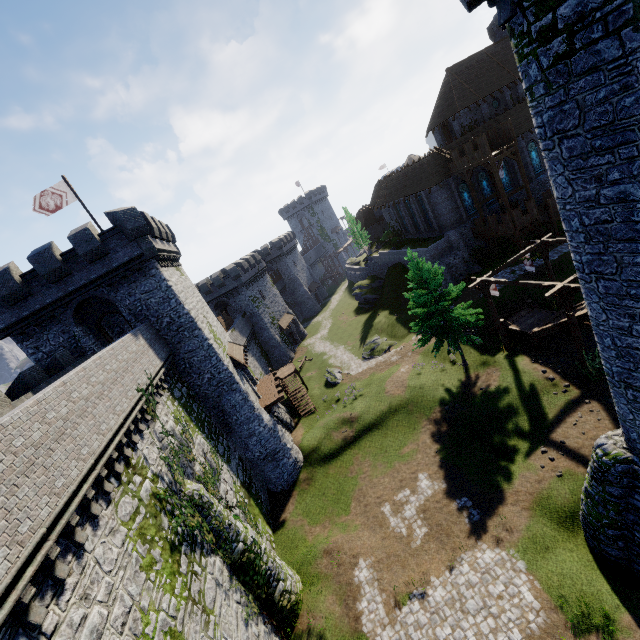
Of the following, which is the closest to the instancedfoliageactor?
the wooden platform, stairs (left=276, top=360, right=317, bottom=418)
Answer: the wooden platform

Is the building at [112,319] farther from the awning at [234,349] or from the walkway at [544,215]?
the walkway at [544,215]

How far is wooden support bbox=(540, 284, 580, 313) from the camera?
17.4 meters

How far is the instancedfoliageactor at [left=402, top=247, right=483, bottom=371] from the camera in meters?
23.8 m

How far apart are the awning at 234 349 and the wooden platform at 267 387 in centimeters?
309cm

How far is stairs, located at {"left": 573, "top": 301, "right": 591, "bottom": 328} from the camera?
19.0 meters

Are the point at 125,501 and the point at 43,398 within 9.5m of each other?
yes

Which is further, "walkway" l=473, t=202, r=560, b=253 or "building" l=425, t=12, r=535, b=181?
"building" l=425, t=12, r=535, b=181
